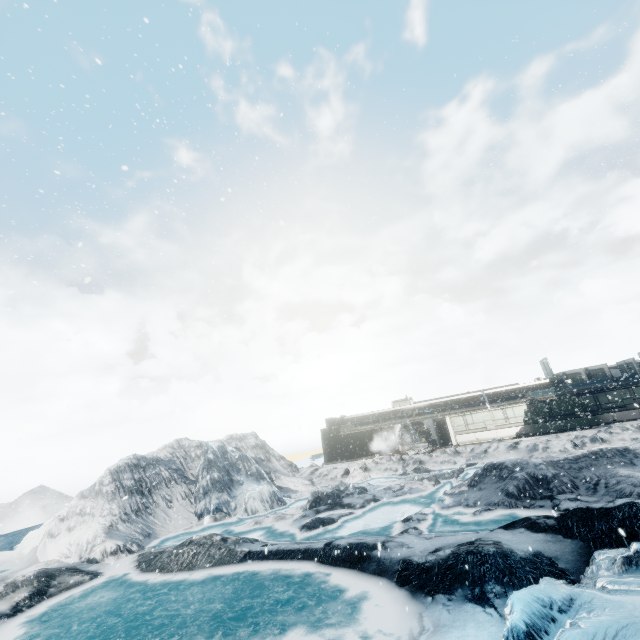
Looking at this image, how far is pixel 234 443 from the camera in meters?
33.1 m
